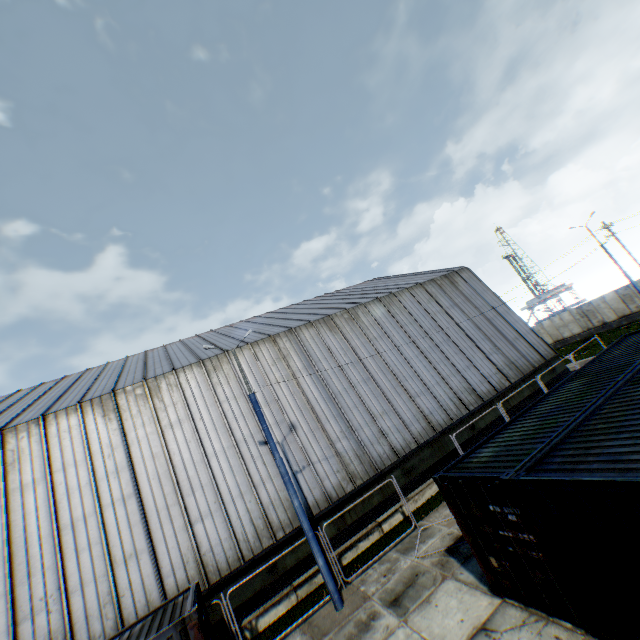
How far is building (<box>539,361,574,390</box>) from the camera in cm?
2220

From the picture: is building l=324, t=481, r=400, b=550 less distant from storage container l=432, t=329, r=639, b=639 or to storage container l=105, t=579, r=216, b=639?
storage container l=105, t=579, r=216, b=639

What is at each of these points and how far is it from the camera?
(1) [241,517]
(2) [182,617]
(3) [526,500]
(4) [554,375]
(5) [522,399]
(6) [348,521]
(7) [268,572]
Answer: (1) building, 13.98m
(2) storage container, 8.02m
(3) storage container, 6.37m
(4) building, 22.88m
(5) building, 20.98m
(6) building, 14.87m
(7) building, 13.16m

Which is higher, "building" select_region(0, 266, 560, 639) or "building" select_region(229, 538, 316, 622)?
"building" select_region(0, 266, 560, 639)

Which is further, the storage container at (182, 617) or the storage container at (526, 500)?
the storage container at (182, 617)

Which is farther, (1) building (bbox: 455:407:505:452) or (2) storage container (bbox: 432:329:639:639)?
(1) building (bbox: 455:407:505:452)

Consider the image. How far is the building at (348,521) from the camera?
14.4 meters
